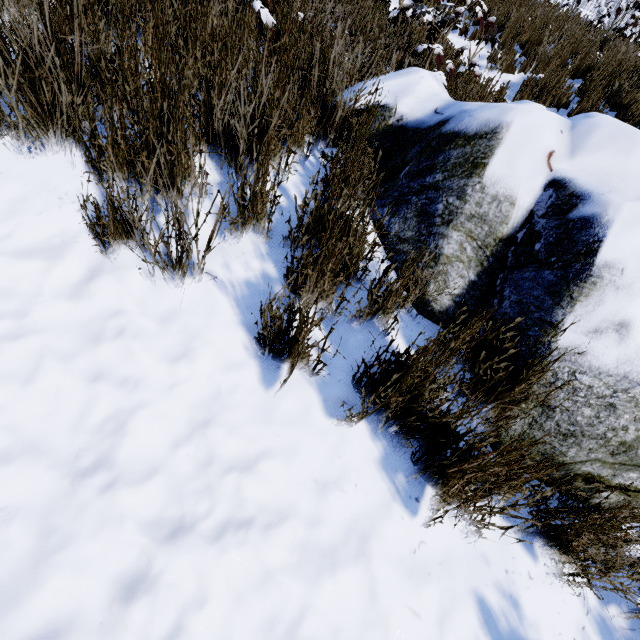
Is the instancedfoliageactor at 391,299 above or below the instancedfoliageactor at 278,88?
below

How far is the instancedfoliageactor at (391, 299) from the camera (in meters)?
1.35

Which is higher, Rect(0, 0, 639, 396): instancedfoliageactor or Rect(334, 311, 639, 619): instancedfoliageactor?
Rect(0, 0, 639, 396): instancedfoliageactor

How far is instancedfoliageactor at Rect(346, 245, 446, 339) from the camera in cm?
135

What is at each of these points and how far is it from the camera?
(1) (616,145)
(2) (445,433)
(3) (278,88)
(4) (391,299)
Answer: (1) rock, 1.4m
(2) instancedfoliageactor, 1.3m
(3) instancedfoliageactor, 1.9m
(4) instancedfoliageactor, 1.5m
